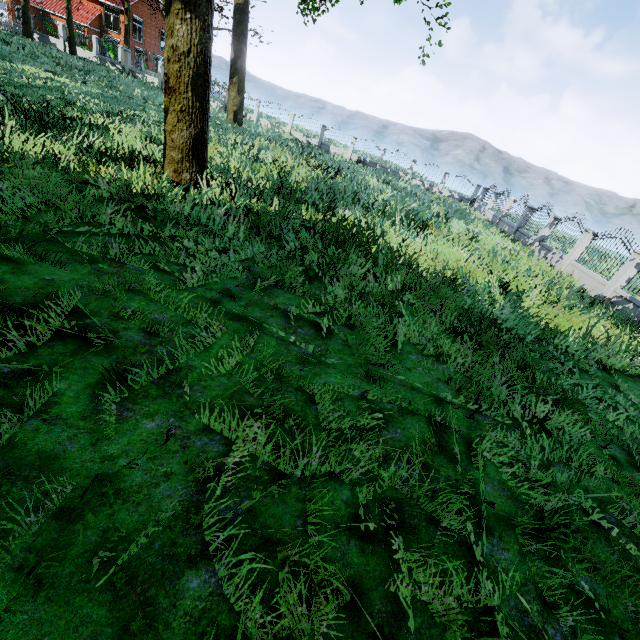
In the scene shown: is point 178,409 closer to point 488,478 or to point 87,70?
point 488,478

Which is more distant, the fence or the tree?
the fence

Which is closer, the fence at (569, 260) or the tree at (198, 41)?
the tree at (198, 41)
